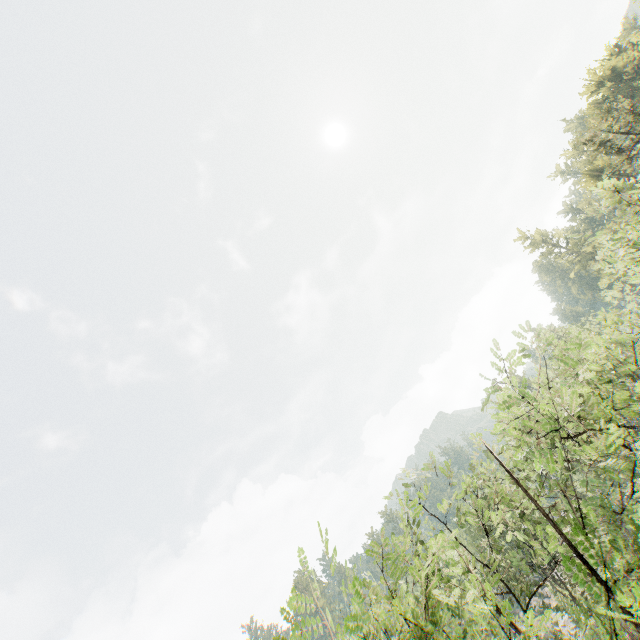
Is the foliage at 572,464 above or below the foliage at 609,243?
below

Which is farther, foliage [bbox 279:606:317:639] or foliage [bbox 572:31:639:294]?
foliage [bbox 572:31:639:294]

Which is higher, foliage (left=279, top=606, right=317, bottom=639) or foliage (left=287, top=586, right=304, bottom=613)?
foliage (left=287, top=586, right=304, bottom=613)

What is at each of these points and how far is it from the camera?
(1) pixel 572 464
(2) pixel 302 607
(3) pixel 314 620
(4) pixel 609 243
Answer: (1) foliage, 59.38m
(2) foliage, 5.11m
(3) foliage, 5.00m
(4) foliage, 40.28m

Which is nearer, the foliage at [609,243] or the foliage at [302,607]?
the foliage at [302,607]

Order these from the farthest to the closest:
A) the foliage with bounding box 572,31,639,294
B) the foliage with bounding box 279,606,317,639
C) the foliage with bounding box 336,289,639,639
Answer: the foliage with bounding box 572,31,639,294
the foliage with bounding box 336,289,639,639
the foliage with bounding box 279,606,317,639

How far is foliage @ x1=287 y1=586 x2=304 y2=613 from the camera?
5.09m
